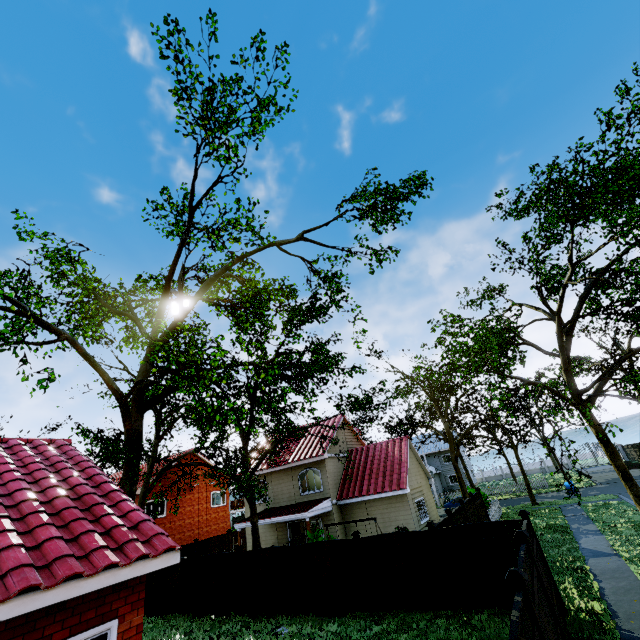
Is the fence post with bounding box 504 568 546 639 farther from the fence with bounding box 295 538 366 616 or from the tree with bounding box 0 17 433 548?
the tree with bounding box 0 17 433 548

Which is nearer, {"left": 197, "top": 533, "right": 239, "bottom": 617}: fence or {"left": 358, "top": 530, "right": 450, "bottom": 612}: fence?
{"left": 358, "top": 530, "right": 450, "bottom": 612}: fence

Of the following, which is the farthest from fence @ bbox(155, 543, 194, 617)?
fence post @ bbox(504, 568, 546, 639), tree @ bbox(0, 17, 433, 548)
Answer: tree @ bbox(0, 17, 433, 548)

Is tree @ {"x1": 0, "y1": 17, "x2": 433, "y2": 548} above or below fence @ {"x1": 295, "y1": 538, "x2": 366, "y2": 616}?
above

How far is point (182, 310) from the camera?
19.88m

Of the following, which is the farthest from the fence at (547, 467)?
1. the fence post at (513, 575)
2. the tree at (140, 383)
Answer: the tree at (140, 383)

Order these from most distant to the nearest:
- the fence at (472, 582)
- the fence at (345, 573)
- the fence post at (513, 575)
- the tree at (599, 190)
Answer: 1. the fence at (345, 573)
2. the tree at (599, 190)
3. the fence at (472, 582)
4. the fence post at (513, 575)

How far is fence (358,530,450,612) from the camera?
10.7 meters
